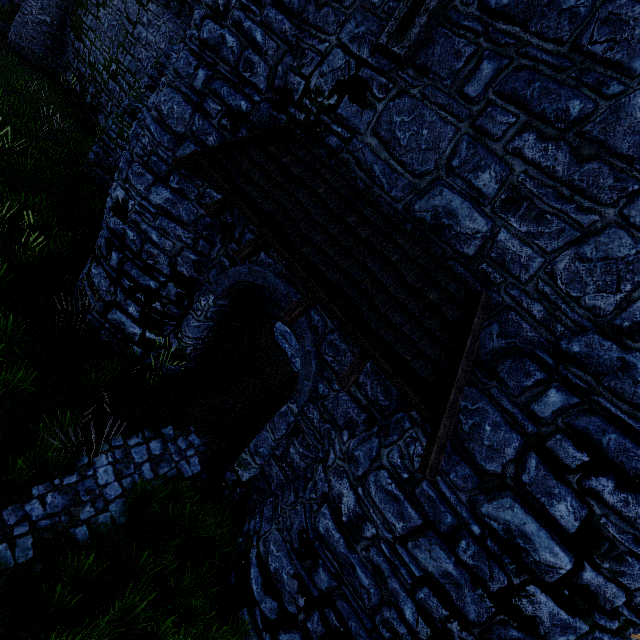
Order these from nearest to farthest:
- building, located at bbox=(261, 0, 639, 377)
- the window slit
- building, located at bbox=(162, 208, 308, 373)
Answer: building, located at bbox=(261, 0, 639, 377), the window slit, building, located at bbox=(162, 208, 308, 373)

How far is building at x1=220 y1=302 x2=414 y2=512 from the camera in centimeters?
508cm

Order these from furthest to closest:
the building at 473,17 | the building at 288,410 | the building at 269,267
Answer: the building at 269,267 → the building at 288,410 → the building at 473,17

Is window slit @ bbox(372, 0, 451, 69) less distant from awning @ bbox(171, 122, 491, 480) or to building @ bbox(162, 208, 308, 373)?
building @ bbox(162, 208, 308, 373)

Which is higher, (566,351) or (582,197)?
(582,197)

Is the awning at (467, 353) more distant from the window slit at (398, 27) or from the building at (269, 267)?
the window slit at (398, 27)

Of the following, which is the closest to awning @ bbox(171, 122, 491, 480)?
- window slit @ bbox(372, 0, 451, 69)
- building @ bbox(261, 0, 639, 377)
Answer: building @ bbox(261, 0, 639, 377)
